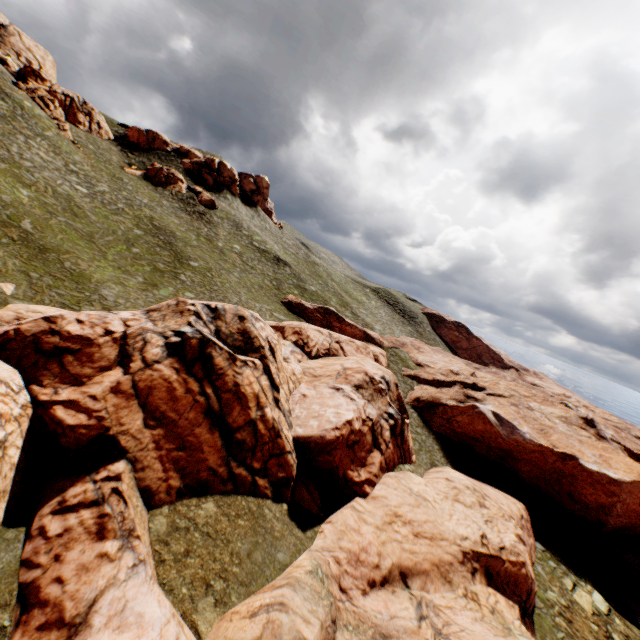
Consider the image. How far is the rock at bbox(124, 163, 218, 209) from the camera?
52.9 meters

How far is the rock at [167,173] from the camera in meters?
52.9

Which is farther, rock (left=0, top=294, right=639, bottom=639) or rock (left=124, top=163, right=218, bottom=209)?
rock (left=124, top=163, right=218, bottom=209)

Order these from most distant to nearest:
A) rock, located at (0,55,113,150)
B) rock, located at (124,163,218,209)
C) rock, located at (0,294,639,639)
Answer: rock, located at (124,163,218,209)
rock, located at (0,55,113,150)
rock, located at (0,294,639,639)

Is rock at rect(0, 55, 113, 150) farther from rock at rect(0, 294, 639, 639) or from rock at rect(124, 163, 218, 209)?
rock at rect(0, 294, 639, 639)

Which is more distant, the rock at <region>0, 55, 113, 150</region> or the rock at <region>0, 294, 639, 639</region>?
the rock at <region>0, 55, 113, 150</region>

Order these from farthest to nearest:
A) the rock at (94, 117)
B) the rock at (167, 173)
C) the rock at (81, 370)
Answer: the rock at (167, 173), the rock at (94, 117), the rock at (81, 370)

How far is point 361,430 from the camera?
24.1 meters
